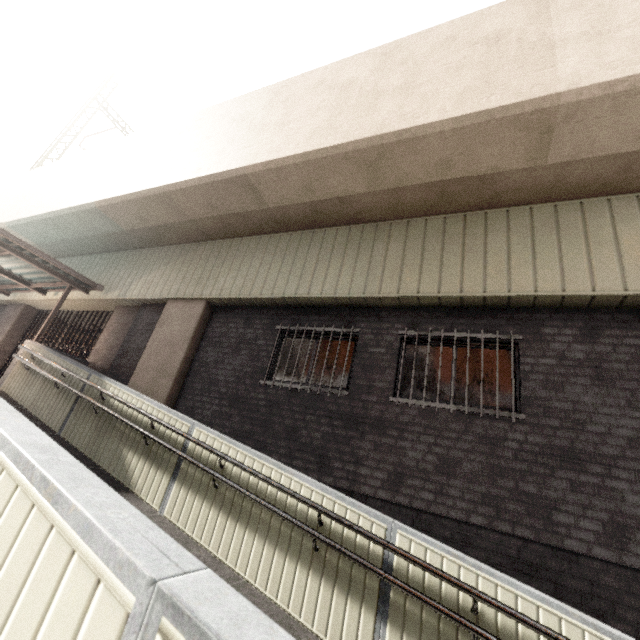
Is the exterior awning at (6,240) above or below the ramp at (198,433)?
above

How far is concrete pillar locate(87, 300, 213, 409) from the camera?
7.1 meters

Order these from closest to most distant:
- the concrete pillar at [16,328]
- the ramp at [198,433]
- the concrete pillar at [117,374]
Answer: the ramp at [198,433] → the concrete pillar at [117,374] → the concrete pillar at [16,328]

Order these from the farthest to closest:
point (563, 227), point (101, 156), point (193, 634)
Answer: point (101, 156), point (563, 227), point (193, 634)

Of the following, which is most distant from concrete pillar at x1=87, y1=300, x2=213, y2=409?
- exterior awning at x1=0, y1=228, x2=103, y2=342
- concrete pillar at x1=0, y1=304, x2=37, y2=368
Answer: concrete pillar at x1=0, y1=304, x2=37, y2=368

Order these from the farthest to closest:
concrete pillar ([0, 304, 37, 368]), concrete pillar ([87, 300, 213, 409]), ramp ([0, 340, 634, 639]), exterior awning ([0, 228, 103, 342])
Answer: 1. concrete pillar ([0, 304, 37, 368])
2. exterior awning ([0, 228, 103, 342])
3. concrete pillar ([87, 300, 213, 409])
4. ramp ([0, 340, 634, 639])

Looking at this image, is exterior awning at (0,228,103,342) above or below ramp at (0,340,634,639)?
above
